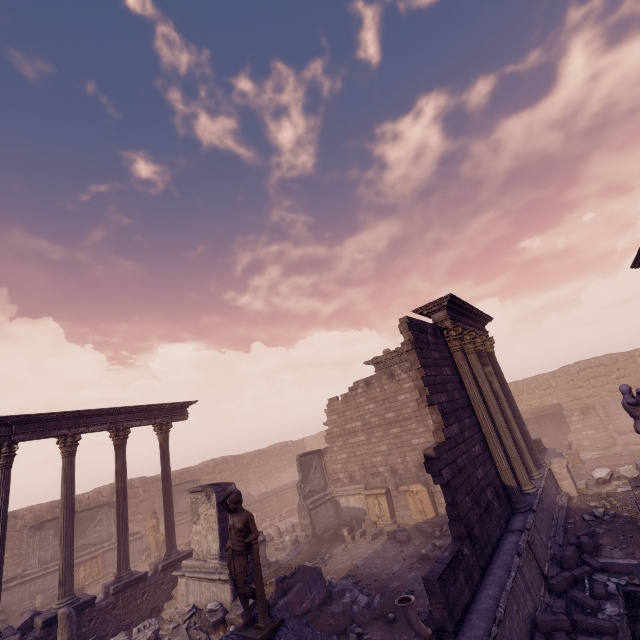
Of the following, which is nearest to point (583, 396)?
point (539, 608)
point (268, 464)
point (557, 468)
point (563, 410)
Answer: point (563, 410)

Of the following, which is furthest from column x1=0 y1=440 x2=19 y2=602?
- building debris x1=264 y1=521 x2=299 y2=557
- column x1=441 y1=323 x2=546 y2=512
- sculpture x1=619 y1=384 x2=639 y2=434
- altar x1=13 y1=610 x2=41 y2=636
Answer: sculpture x1=619 y1=384 x2=639 y2=434

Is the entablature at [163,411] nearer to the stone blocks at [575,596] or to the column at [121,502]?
the column at [121,502]

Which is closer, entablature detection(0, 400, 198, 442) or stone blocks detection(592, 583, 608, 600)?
stone blocks detection(592, 583, 608, 600)

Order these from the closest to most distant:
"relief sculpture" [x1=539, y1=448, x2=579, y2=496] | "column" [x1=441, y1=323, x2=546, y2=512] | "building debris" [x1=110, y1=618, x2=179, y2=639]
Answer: "column" [x1=441, y1=323, x2=546, y2=512]
"building debris" [x1=110, y1=618, x2=179, y2=639]
"relief sculpture" [x1=539, y1=448, x2=579, y2=496]

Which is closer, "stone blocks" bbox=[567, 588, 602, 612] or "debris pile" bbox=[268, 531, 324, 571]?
"stone blocks" bbox=[567, 588, 602, 612]

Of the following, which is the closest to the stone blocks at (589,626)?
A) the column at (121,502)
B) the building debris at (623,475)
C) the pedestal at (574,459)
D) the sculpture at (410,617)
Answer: the sculpture at (410,617)

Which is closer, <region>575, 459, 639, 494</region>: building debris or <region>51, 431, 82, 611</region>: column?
<region>51, 431, 82, 611</region>: column
